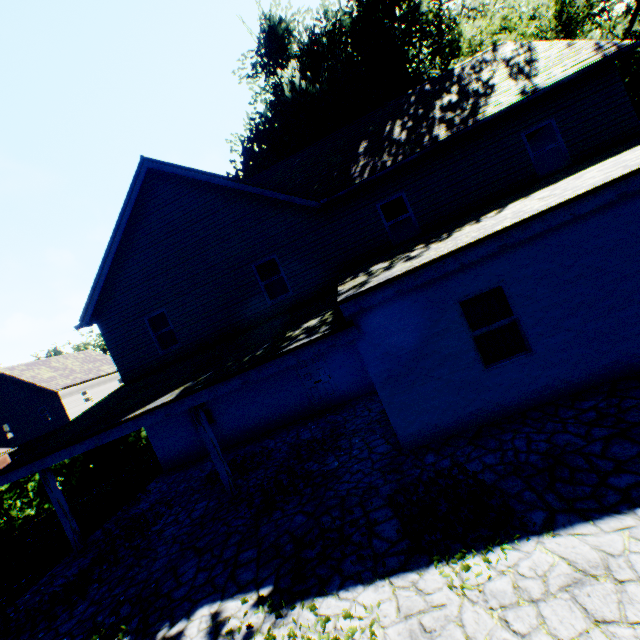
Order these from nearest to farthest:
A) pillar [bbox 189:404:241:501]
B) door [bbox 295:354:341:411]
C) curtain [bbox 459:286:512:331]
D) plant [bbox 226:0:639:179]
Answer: curtain [bbox 459:286:512:331] → pillar [bbox 189:404:241:501] → door [bbox 295:354:341:411] → plant [bbox 226:0:639:179]

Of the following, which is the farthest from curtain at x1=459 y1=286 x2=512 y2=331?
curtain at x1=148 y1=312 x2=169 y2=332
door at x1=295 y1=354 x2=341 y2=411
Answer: curtain at x1=148 y1=312 x2=169 y2=332

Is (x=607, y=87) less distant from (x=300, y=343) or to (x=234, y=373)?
(x=300, y=343)

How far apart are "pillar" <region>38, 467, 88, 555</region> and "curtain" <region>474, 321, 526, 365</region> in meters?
11.3 m

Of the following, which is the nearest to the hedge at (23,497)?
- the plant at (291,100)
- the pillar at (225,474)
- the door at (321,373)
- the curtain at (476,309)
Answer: the plant at (291,100)

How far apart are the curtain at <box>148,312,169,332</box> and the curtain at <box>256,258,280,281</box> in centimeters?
359cm

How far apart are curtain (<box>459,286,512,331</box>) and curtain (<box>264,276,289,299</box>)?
6.80m

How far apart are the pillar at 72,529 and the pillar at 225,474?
4.7m
